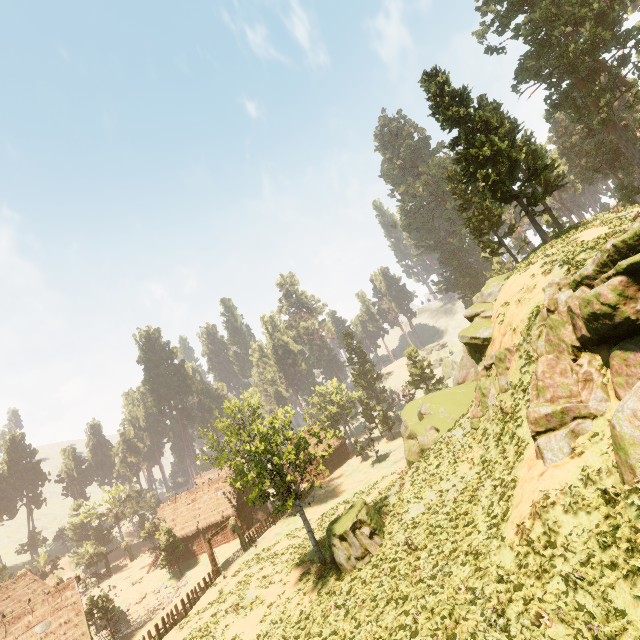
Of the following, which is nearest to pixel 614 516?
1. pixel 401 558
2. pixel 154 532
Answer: pixel 401 558

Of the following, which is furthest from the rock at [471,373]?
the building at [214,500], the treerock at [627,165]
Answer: the building at [214,500]

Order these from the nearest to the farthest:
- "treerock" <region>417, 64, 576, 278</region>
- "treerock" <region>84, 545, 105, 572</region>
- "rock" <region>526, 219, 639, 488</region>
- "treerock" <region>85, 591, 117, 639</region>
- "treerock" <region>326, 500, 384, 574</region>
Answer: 1. "rock" <region>526, 219, 639, 488</region>
2. "treerock" <region>326, 500, 384, 574</region>
3. "treerock" <region>417, 64, 576, 278</region>
4. "treerock" <region>85, 591, 117, 639</region>
5. "treerock" <region>84, 545, 105, 572</region>

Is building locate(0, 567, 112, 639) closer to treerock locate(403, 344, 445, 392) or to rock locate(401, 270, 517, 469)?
treerock locate(403, 344, 445, 392)

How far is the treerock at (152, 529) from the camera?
41.44m

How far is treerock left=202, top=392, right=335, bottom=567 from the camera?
19.6m

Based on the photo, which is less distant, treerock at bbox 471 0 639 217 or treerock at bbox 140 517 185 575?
treerock at bbox 471 0 639 217
